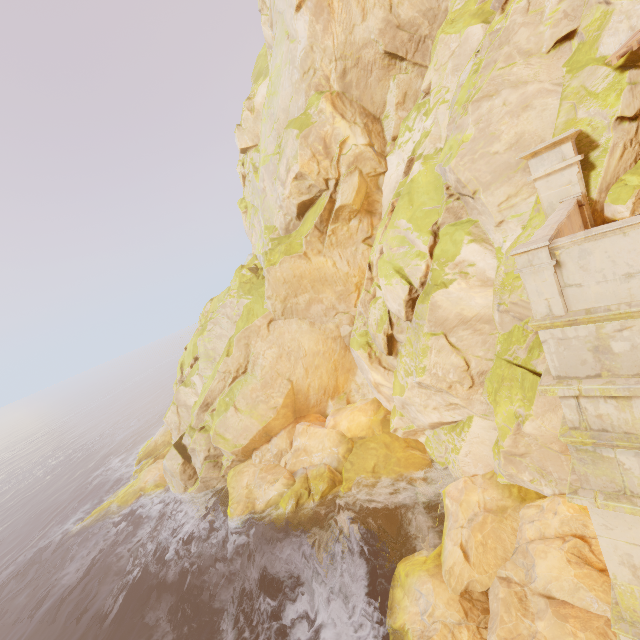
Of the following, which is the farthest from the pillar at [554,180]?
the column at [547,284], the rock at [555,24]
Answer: the column at [547,284]

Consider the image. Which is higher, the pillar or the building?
the pillar

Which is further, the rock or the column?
the rock

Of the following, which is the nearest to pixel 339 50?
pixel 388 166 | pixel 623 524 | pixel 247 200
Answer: pixel 388 166

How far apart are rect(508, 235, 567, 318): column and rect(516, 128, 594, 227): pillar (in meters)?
5.90

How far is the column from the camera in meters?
4.5 m

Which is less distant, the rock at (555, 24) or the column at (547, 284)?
the column at (547, 284)

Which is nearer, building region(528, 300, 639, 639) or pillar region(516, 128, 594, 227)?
building region(528, 300, 639, 639)
